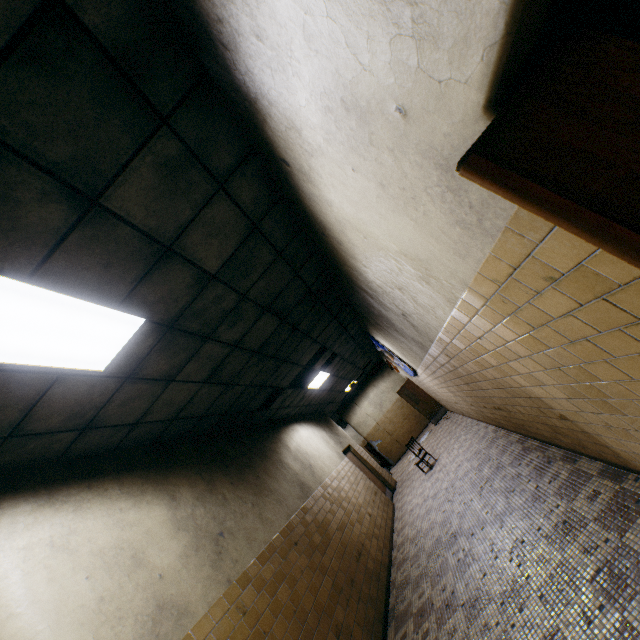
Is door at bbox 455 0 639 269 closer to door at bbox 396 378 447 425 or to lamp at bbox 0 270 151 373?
lamp at bbox 0 270 151 373

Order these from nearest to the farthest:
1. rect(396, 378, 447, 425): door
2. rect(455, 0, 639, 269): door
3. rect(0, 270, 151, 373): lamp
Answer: rect(455, 0, 639, 269): door
rect(0, 270, 151, 373): lamp
rect(396, 378, 447, 425): door

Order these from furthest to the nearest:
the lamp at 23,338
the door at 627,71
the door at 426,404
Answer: the door at 426,404
the lamp at 23,338
the door at 627,71

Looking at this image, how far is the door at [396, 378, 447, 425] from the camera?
13.9m

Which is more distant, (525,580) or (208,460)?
(208,460)

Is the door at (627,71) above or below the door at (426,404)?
above

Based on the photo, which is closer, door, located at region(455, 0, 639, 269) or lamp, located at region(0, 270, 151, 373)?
door, located at region(455, 0, 639, 269)
